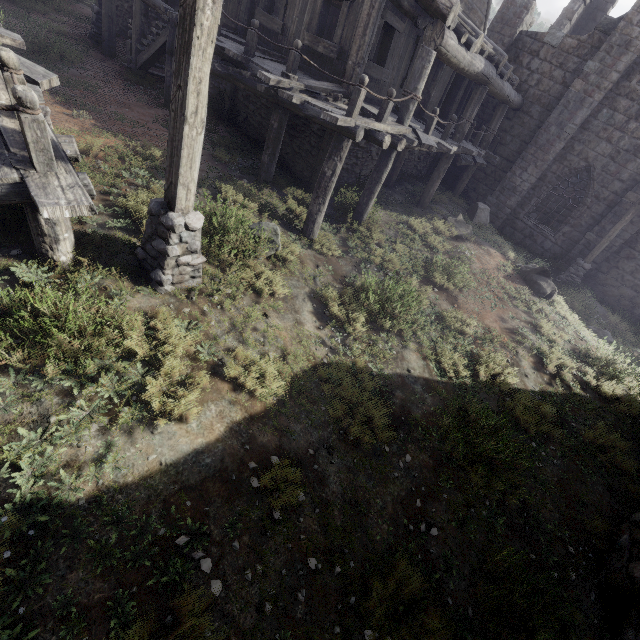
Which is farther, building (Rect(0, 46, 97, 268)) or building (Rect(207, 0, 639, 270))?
building (Rect(207, 0, 639, 270))

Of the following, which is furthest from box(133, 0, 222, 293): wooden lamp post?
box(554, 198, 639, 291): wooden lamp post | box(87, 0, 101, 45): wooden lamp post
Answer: box(87, 0, 101, 45): wooden lamp post

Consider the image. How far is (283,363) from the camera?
5.0 meters

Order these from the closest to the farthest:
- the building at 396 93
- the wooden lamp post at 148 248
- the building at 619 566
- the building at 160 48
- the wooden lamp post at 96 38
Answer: the wooden lamp post at 148 248
the building at 619 566
the building at 396 93
the building at 160 48
the wooden lamp post at 96 38

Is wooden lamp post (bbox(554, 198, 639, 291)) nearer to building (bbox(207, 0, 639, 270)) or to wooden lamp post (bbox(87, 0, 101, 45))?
building (bbox(207, 0, 639, 270))

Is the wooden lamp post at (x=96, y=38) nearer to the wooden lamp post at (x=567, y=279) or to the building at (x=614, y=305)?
the building at (x=614, y=305)

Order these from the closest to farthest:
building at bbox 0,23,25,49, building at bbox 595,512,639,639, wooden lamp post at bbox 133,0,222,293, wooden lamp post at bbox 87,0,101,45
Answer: wooden lamp post at bbox 133,0,222,293, building at bbox 595,512,639,639, building at bbox 0,23,25,49, wooden lamp post at bbox 87,0,101,45
